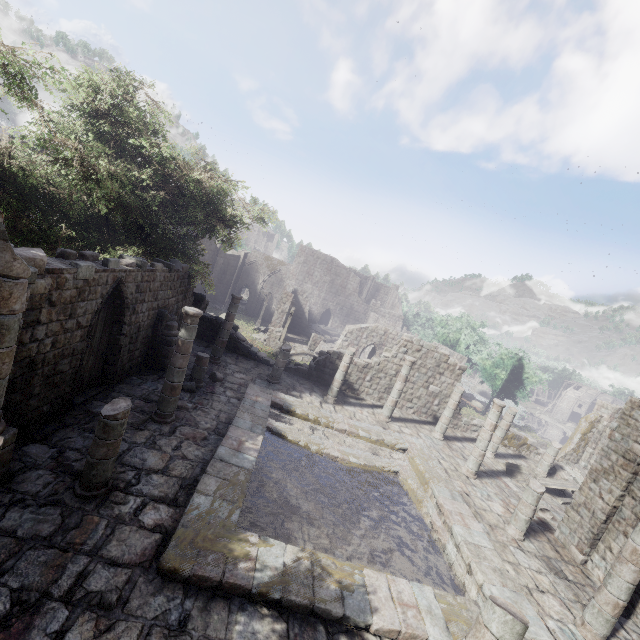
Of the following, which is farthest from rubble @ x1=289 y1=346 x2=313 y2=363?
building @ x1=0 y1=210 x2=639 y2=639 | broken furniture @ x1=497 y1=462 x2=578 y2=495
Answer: broken furniture @ x1=497 y1=462 x2=578 y2=495

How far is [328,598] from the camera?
6.7m

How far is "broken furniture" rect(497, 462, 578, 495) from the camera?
17.14m

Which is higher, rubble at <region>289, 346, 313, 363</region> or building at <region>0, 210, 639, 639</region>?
building at <region>0, 210, 639, 639</region>

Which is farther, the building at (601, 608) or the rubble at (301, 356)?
the rubble at (301, 356)

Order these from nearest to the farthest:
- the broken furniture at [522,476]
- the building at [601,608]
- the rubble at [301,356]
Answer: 1. the building at [601,608]
2. the broken furniture at [522,476]
3. the rubble at [301,356]

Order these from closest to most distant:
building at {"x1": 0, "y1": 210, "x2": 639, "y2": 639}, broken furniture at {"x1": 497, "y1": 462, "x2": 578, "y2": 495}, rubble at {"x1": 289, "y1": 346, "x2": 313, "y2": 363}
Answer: building at {"x1": 0, "y1": 210, "x2": 639, "y2": 639}, broken furniture at {"x1": 497, "y1": 462, "x2": 578, "y2": 495}, rubble at {"x1": 289, "y1": 346, "x2": 313, "y2": 363}

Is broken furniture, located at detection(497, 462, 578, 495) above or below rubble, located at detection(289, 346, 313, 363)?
above
